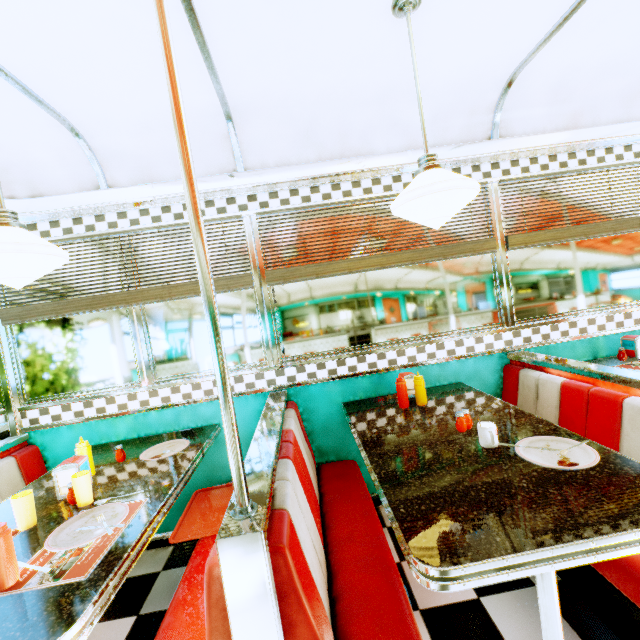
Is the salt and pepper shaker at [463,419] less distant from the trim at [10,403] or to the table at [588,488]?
the table at [588,488]

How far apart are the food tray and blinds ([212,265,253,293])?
1.5m

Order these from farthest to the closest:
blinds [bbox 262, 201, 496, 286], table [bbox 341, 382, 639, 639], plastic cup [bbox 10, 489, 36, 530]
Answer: blinds [bbox 262, 201, 496, 286] < plastic cup [bbox 10, 489, 36, 530] < table [bbox 341, 382, 639, 639]

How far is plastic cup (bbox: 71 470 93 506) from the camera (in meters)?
1.57

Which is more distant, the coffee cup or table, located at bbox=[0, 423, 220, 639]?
the coffee cup

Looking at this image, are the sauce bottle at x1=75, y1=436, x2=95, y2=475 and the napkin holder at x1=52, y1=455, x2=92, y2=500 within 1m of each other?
yes

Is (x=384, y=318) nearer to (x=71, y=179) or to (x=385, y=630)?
(x=385, y=630)

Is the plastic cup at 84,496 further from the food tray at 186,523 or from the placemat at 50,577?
the food tray at 186,523
